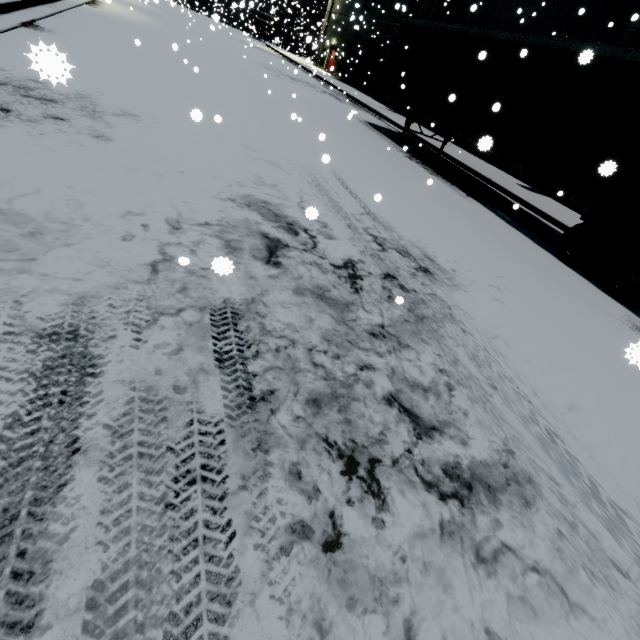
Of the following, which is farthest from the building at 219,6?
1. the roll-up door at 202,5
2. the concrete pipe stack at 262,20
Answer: the concrete pipe stack at 262,20

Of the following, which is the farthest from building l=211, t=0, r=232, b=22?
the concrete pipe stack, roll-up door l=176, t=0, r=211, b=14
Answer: the concrete pipe stack

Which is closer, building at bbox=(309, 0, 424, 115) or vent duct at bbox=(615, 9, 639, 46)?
vent duct at bbox=(615, 9, 639, 46)

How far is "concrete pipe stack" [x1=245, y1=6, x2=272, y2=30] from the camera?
43.5m

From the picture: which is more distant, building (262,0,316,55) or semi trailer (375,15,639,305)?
building (262,0,316,55)

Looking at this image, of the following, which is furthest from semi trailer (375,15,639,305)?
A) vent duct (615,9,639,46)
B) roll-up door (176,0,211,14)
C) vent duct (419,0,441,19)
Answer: vent duct (419,0,441,19)

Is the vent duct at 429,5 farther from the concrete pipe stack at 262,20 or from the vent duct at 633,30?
the vent duct at 633,30

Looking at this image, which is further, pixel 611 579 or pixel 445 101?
pixel 445 101
